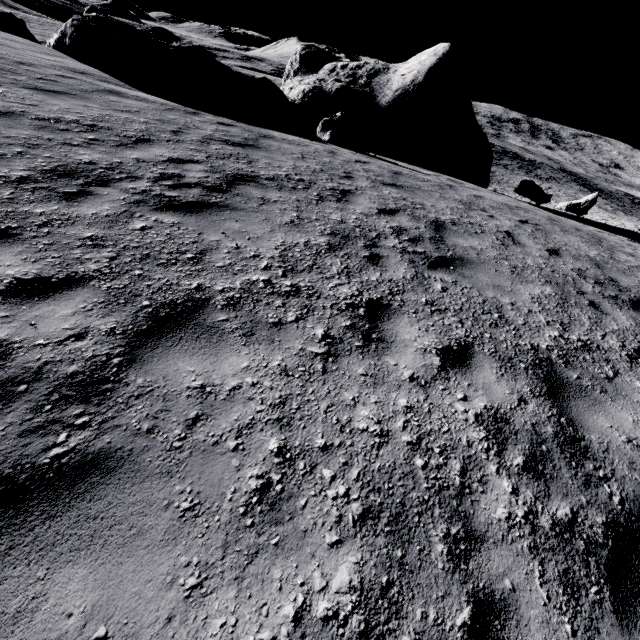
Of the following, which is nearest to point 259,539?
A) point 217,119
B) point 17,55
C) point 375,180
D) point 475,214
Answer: point 375,180

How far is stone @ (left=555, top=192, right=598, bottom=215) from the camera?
A: 20.1m

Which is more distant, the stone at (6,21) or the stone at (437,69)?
the stone at (6,21)

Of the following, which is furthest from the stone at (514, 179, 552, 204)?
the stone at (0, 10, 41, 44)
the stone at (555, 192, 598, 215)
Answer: the stone at (0, 10, 41, 44)

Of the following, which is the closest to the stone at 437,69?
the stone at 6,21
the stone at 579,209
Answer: the stone at 579,209

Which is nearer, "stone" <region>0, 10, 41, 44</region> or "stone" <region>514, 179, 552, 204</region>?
"stone" <region>514, 179, 552, 204</region>

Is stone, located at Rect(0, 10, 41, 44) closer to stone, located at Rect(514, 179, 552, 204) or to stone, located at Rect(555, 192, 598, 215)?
stone, located at Rect(514, 179, 552, 204)
